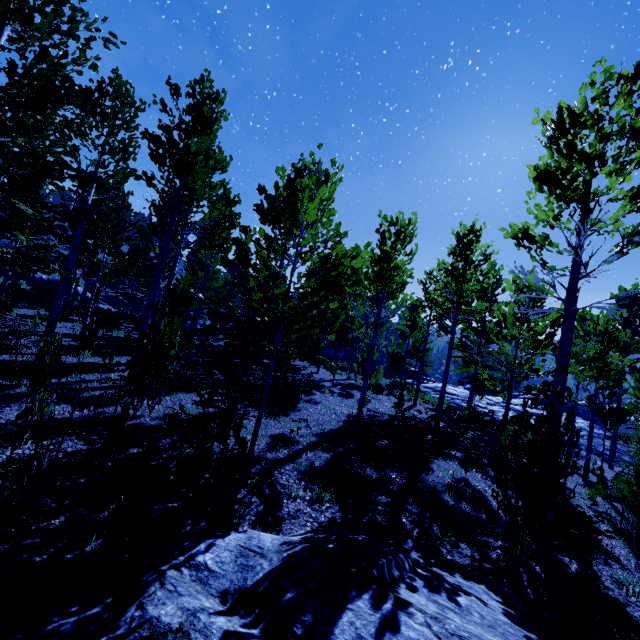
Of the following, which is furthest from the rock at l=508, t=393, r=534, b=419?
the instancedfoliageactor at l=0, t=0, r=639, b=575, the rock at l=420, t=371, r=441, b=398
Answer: the instancedfoliageactor at l=0, t=0, r=639, b=575

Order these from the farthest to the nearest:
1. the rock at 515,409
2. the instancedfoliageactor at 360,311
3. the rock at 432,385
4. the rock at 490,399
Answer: the rock at 432,385, the rock at 515,409, the rock at 490,399, the instancedfoliageactor at 360,311

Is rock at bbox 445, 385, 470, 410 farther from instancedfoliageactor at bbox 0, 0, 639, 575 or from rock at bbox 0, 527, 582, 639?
rock at bbox 0, 527, 582, 639

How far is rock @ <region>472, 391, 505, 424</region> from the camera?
24.8m

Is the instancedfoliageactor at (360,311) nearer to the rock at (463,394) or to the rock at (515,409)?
the rock at (463,394)

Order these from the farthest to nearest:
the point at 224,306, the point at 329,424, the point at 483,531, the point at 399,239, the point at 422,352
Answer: the point at 224,306
the point at 422,352
the point at 399,239
the point at 329,424
the point at 483,531

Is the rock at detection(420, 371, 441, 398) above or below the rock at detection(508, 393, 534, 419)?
above
